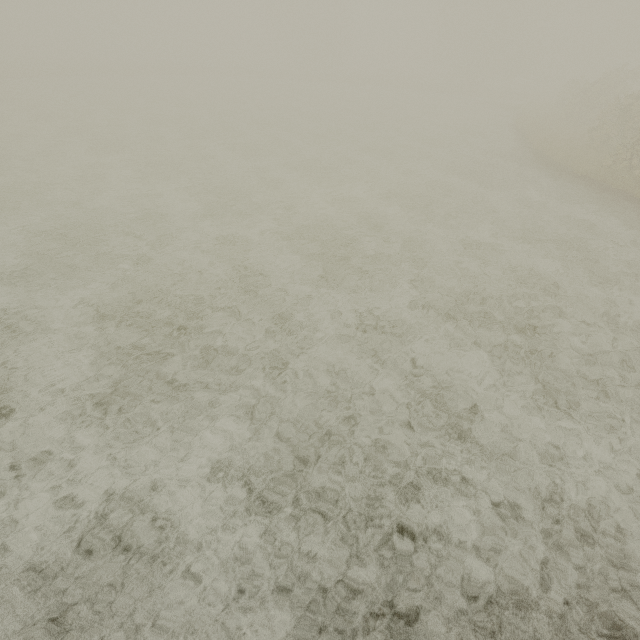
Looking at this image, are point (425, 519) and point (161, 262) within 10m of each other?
yes
